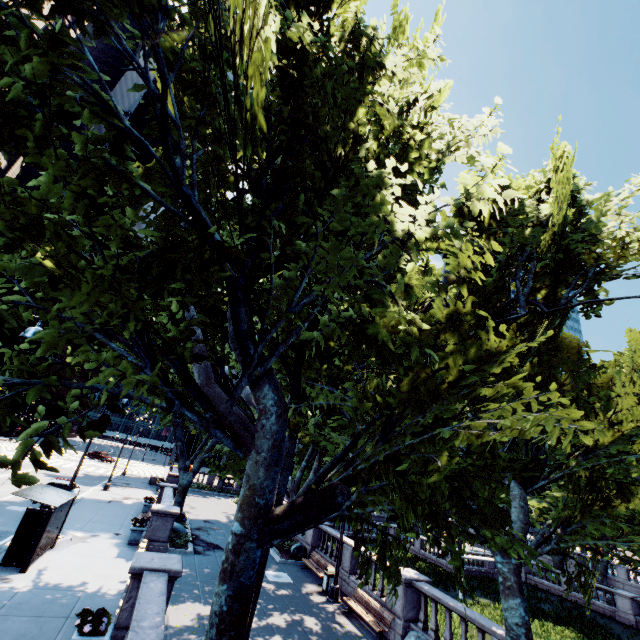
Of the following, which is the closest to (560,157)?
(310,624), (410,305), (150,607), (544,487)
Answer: (410,305)

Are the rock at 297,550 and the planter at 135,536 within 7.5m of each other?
no

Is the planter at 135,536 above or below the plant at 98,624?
below

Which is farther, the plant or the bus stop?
the bus stop

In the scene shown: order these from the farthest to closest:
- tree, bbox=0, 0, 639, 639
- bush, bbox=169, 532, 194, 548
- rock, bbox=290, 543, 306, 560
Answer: rock, bbox=290, 543, 306, 560, bush, bbox=169, 532, 194, 548, tree, bbox=0, 0, 639, 639

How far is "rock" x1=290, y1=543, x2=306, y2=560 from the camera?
20.67m

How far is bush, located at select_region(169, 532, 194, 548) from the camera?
18.4 meters

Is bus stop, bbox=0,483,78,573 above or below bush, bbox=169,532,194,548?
above
